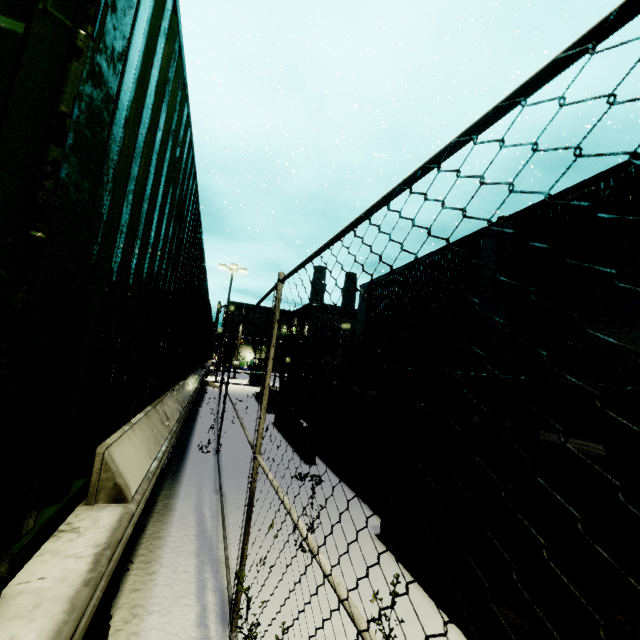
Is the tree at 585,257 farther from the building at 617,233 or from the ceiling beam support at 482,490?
the ceiling beam support at 482,490

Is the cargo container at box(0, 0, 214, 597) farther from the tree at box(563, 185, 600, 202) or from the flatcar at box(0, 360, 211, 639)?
the tree at box(563, 185, 600, 202)

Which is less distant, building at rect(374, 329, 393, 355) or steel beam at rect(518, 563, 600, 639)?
steel beam at rect(518, 563, 600, 639)

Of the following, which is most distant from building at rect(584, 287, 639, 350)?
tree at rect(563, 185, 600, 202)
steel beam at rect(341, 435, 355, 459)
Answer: steel beam at rect(341, 435, 355, 459)

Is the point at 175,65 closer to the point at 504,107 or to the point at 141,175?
the point at 141,175

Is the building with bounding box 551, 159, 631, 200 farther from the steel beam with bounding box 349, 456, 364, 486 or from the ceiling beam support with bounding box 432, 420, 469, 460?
the steel beam with bounding box 349, 456, 364, 486

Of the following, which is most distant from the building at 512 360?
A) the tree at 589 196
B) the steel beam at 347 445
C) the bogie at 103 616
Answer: the bogie at 103 616

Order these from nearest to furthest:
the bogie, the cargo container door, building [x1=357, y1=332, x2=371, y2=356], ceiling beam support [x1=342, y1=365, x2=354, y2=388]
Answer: the cargo container door
the bogie
ceiling beam support [x1=342, y1=365, x2=354, y2=388]
building [x1=357, y1=332, x2=371, y2=356]
